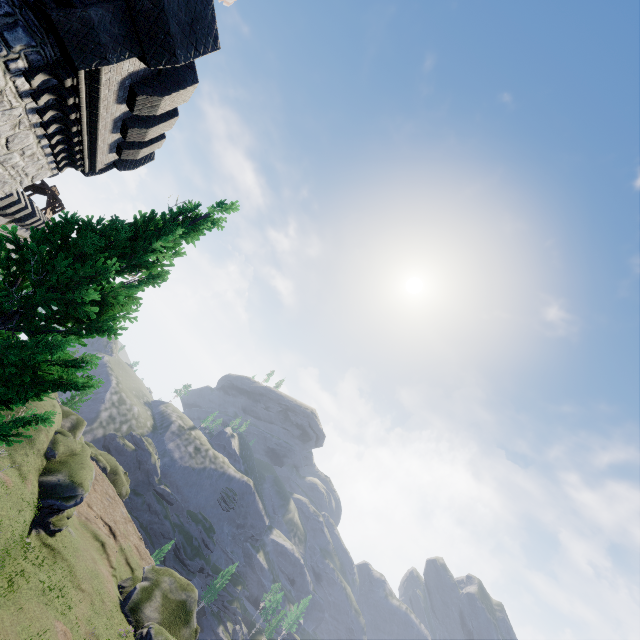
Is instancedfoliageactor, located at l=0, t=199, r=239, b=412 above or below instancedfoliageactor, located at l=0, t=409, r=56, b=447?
above

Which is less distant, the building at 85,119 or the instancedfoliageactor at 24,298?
the instancedfoliageactor at 24,298

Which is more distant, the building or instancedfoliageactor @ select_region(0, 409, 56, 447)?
the building

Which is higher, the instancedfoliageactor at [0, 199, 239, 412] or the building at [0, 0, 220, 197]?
the building at [0, 0, 220, 197]

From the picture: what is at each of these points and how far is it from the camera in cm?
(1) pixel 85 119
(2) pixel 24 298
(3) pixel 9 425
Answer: (1) building, 909
(2) instancedfoliageactor, 442
(3) instancedfoliageactor, 452
